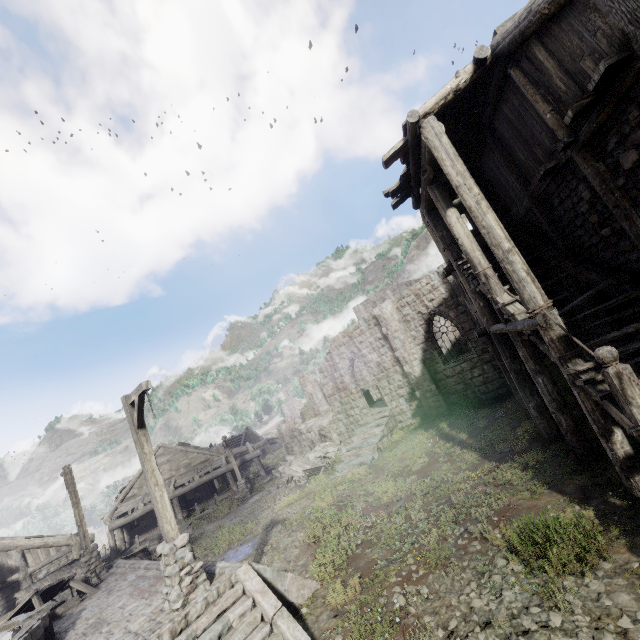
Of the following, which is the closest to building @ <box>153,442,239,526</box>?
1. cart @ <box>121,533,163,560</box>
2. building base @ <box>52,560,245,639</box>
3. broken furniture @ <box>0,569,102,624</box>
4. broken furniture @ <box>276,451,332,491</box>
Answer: broken furniture @ <box>276,451,332,491</box>

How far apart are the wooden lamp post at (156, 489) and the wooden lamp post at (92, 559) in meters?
9.1

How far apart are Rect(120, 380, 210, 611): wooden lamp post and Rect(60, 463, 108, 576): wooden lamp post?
9.1 meters

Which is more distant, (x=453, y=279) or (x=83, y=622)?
(x=453, y=279)

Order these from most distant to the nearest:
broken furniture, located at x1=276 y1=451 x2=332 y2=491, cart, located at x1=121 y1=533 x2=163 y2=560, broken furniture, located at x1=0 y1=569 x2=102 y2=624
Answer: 1. broken furniture, located at x1=276 y1=451 x2=332 y2=491
2. cart, located at x1=121 y1=533 x2=163 y2=560
3. broken furniture, located at x1=0 y1=569 x2=102 y2=624

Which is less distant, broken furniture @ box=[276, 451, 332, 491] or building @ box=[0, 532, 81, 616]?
building @ box=[0, 532, 81, 616]

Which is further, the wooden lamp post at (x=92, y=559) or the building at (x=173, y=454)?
the building at (x=173, y=454)

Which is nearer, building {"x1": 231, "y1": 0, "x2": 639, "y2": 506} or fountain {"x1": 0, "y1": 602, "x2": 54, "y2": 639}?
building {"x1": 231, "y1": 0, "x2": 639, "y2": 506}
